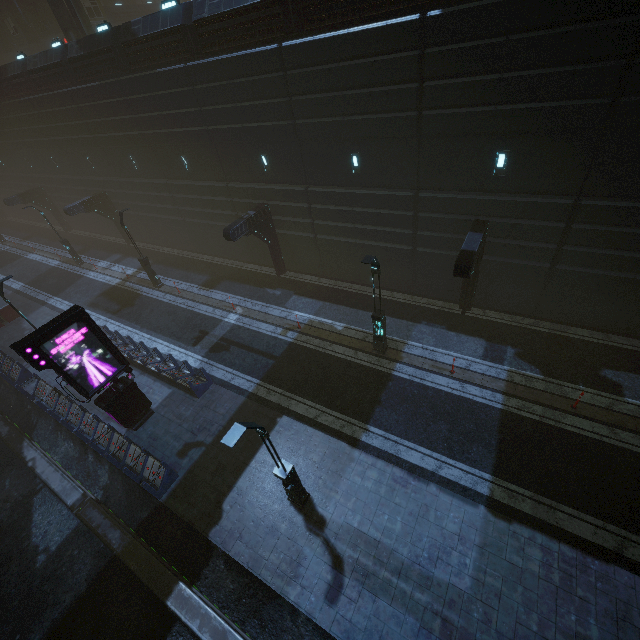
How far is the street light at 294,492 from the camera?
7.2 meters

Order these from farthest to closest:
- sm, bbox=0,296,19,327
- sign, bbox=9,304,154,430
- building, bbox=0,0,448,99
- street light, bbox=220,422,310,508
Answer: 1. sm, bbox=0,296,19,327
2. building, bbox=0,0,448,99
3. sign, bbox=9,304,154,430
4. street light, bbox=220,422,310,508

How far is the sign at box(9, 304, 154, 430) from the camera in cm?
1084

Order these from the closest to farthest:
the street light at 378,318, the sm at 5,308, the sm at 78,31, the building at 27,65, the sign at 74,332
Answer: the sign at 74,332
the street light at 378,318
the building at 27,65
the sm at 78,31
the sm at 5,308

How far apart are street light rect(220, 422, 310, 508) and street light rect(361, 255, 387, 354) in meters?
6.6 m

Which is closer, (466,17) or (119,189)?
(466,17)

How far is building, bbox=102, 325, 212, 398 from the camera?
15.3m

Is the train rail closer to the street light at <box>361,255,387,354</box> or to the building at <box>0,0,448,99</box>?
the building at <box>0,0,448,99</box>
